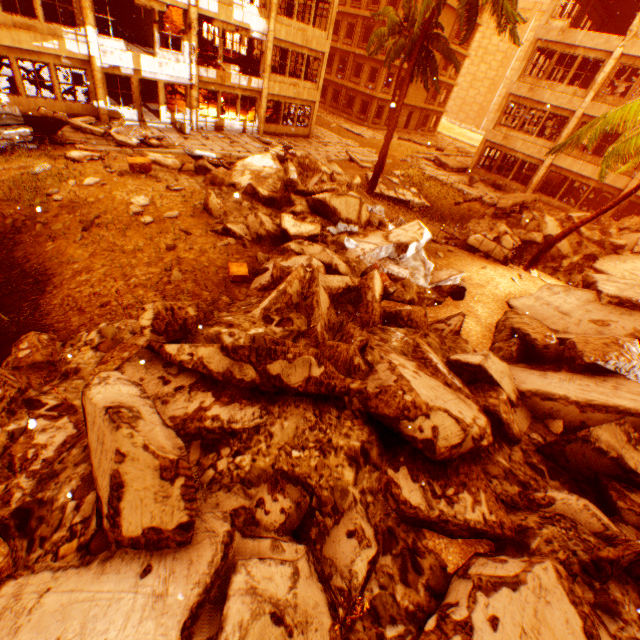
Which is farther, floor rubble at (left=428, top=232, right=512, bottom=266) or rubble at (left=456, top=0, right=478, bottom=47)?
rubble at (left=456, top=0, right=478, bottom=47)

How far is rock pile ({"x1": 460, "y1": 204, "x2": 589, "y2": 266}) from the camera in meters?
15.8

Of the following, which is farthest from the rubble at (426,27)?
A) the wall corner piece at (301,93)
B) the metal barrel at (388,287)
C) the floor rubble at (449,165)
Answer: the floor rubble at (449,165)

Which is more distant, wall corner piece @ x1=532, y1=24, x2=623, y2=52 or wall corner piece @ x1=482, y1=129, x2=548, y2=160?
wall corner piece @ x1=482, y1=129, x2=548, y2=160

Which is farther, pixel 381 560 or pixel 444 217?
pixel 444 217

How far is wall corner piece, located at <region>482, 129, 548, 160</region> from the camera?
22.4m

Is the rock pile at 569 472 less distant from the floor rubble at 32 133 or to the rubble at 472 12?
the rubble at 472 12

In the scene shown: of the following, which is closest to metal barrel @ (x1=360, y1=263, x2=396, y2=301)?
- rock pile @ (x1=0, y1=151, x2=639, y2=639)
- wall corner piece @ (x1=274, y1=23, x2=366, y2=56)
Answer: rock pile @ (x1=0, y1=151, x2=639, y2=639)
